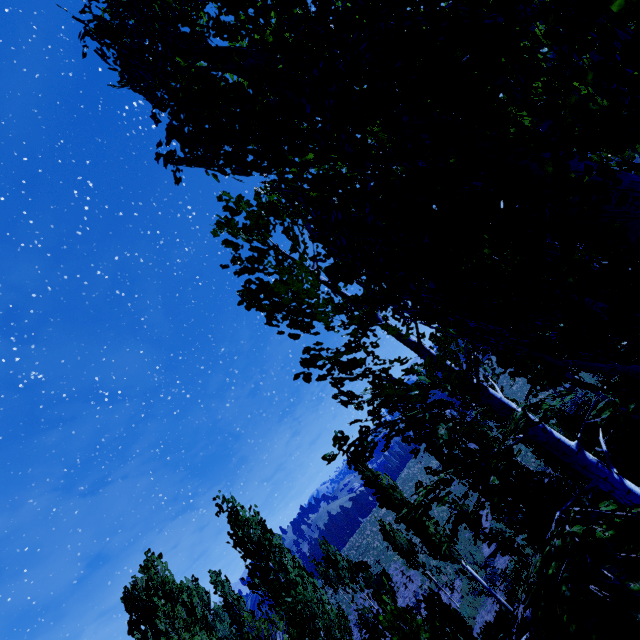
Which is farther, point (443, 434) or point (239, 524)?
point (239, 524)
